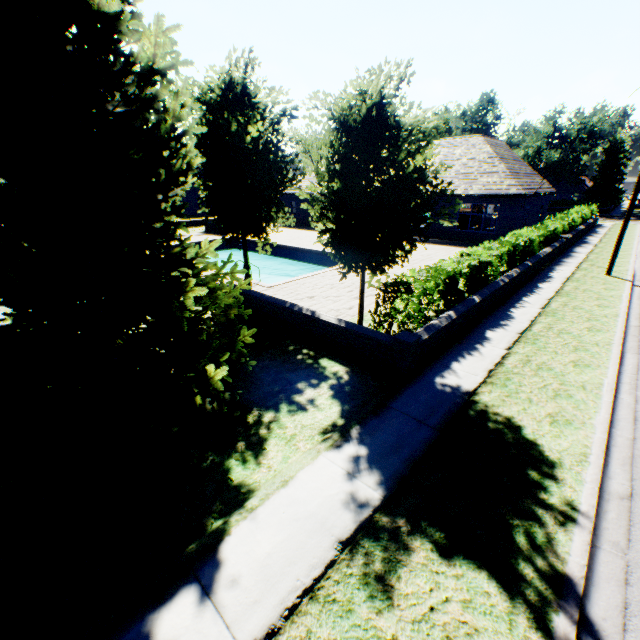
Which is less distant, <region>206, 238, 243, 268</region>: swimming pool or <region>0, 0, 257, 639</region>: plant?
<region>0, 0, 257, 639</region>: plant

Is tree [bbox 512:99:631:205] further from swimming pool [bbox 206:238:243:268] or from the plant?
the plant

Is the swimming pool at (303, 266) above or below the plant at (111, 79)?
below

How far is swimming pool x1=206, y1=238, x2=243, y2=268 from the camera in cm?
2750

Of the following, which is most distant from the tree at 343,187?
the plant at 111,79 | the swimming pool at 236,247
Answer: the plant at 111,79

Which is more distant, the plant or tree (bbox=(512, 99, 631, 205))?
tree (bbox=(512, 99, 631, 205))

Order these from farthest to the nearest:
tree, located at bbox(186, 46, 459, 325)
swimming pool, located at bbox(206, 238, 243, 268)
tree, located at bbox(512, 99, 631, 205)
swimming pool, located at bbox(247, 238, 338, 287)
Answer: tree, located at bbox(512, 99, 631, 205)
swimming pool, located at bbox(206, 238, 243, 268)
swimming pool, located at bbox(247, 238, 338, 287)
tree, located at bbox(186, 46, 459, 325)

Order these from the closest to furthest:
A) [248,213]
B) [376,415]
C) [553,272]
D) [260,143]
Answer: [376,415], [260,143], [248,213], [553,272]
